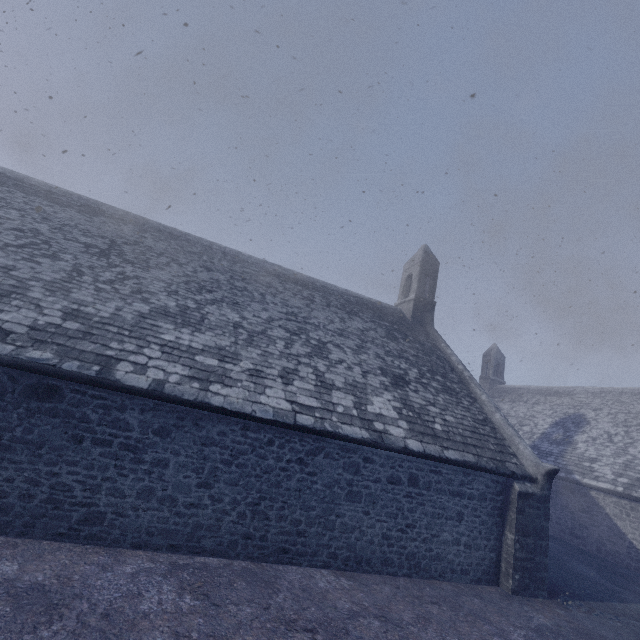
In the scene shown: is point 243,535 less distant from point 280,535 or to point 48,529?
point 280,535
